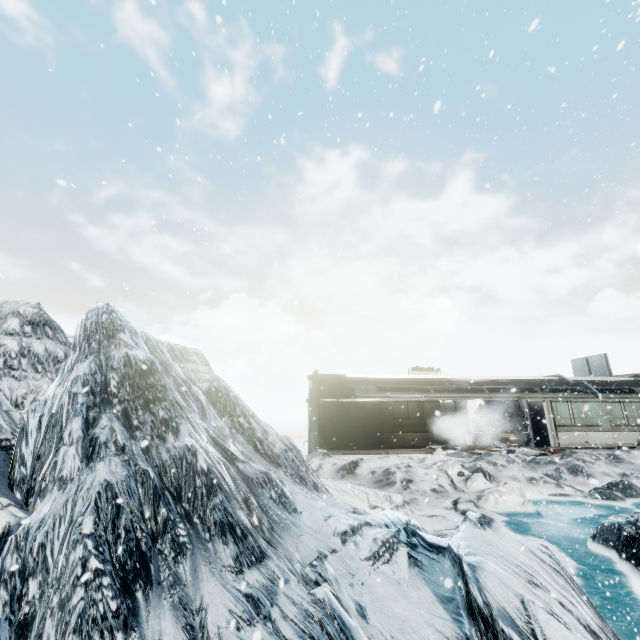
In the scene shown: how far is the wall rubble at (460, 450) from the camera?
16.8m

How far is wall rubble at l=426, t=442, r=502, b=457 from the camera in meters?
16.8

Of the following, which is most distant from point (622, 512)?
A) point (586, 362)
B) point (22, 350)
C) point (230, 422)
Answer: point (586, 362)
